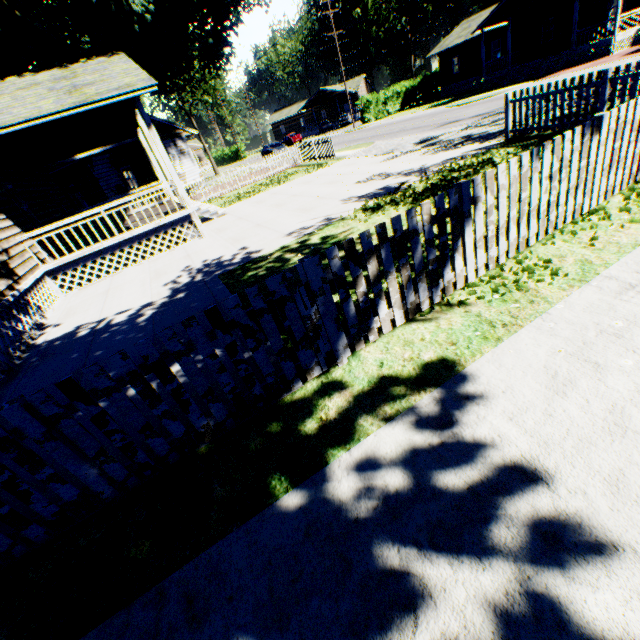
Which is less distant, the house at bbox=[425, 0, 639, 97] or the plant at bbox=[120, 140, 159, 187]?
the plant at bbox=[120, 140, 159, 187]

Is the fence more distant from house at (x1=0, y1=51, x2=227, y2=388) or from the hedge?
the hedge

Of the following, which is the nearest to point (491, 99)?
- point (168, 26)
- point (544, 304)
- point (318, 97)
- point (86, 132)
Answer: point (168, 26)

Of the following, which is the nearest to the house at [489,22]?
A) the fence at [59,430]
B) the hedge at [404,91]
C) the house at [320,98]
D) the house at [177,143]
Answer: the hedge at [404,91]

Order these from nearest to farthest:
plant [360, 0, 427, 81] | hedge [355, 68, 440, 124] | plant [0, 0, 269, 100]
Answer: plant [0, 0, 269, 100], hedge [355, 68, 440, 124], plant [360, 0, 427, 81]

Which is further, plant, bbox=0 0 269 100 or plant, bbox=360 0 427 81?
plant, bbox=360 0 427 81

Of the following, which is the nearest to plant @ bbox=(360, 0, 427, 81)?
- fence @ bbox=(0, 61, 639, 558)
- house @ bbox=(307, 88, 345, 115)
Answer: fence @ bbox=(0, 61, 639, 558)

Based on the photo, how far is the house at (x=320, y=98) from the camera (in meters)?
57.75
